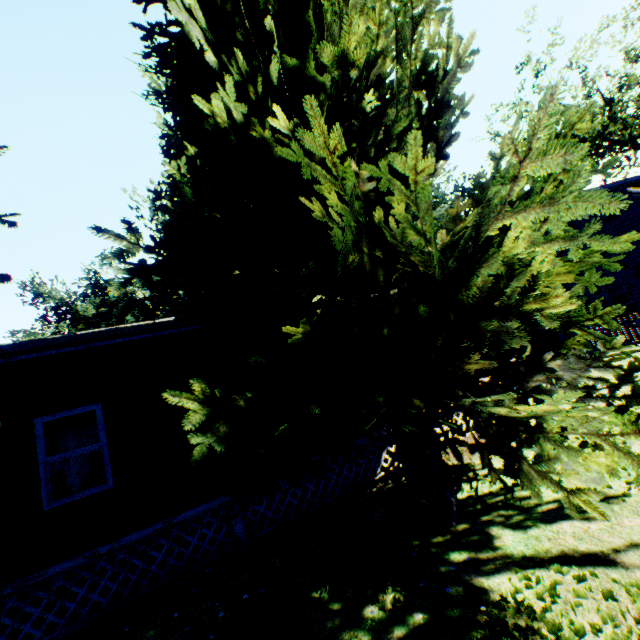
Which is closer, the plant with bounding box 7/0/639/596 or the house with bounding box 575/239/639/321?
the plant with bounding box 7/0/639/596

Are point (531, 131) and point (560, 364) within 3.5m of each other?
yes

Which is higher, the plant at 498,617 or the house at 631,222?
the house at 631,222

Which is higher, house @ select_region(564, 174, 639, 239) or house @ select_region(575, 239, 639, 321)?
house @ select_region(564, 174, 639, 239)

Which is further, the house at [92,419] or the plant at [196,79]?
the house at [92,419]

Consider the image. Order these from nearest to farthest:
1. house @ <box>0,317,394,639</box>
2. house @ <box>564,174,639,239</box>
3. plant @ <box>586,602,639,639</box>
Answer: plant @ <box>586,602,639,639</box> < house @ <box>0,317,394,639</box> < house @ <box>564,174,639,239</box>

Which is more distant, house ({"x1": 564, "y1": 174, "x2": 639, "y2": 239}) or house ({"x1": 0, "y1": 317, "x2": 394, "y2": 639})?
house ({"x1": 564, "y1": 174, "x2": 639, "y2": 239})
